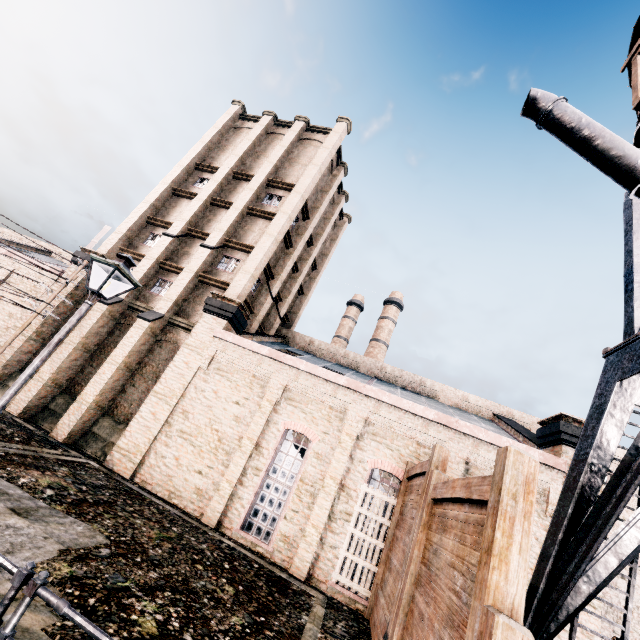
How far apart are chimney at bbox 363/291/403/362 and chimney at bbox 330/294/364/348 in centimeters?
253cm

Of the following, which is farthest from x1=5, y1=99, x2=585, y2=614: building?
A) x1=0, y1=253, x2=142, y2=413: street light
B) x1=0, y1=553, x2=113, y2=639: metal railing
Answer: x1=0, y1=553, x2=113, y2=639: metal railing

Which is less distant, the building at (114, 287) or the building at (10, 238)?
the building at (114, 287)

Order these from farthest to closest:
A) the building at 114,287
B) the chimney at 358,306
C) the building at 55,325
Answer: the chimney at 358,306 < the building at 114,287 < the building at 55,325

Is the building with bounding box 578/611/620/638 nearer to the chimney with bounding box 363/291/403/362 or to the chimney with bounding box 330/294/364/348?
the chimney with bounding box 330/294/364/348

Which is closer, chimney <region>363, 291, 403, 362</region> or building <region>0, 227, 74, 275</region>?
building <region>0, 227, 74, 275</region>

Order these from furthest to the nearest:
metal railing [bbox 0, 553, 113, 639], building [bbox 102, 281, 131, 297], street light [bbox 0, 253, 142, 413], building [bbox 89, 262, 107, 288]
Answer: building [bbox 89, 262, 107, 288] → building [bbox 102, 281, 131, 297] → street light [bbox 0, 253, 142, 413] → metal railing [bbox 0, 553, 113, 639]

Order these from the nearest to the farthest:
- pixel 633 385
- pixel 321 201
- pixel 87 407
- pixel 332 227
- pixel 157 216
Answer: pixel 633 385
pixel 87 407
pixel 157 216
pixel 321 201
pixel 332 227
